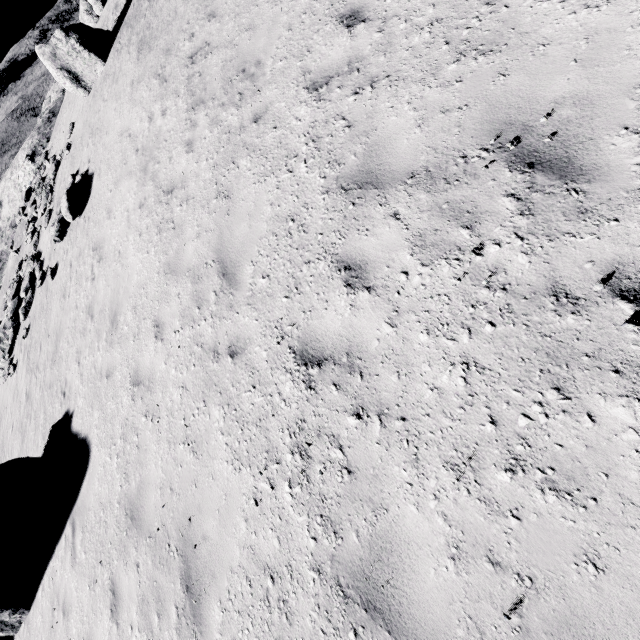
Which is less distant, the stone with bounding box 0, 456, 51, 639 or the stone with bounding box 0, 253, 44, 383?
the stone with bounding box 0, 456, 51, 639

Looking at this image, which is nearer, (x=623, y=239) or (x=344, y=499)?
(x=623, y=239)

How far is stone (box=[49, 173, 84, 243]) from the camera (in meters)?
11.34

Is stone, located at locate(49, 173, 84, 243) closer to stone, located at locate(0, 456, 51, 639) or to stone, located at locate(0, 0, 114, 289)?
stone, located at locate(0, 0, 114, 289)

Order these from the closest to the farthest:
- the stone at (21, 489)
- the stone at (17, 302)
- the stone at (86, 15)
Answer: the stone at (21, 489) → the stone at (17, 302) → the stone at (86, 15)

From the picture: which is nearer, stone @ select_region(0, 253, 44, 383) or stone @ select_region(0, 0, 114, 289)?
stone @ select_region(0, 253, 44, 383)

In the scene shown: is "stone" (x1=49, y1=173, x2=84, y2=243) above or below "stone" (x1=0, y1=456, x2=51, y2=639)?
above

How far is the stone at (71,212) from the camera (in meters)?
11.34
